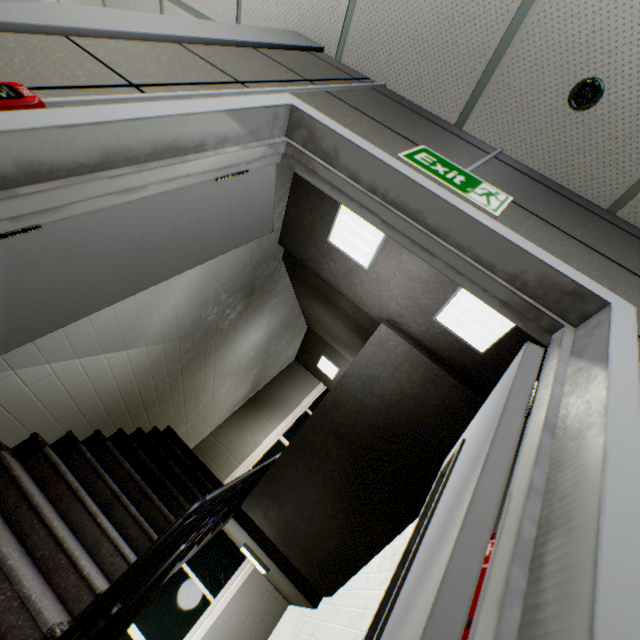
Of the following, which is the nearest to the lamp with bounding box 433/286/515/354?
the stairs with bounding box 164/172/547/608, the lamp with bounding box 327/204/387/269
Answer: the stairs with bounding box 164/172/547/608

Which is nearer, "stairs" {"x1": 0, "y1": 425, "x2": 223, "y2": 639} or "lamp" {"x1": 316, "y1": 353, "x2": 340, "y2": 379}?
"stairs" {"x1": 0, "y1": 425, "x2": 223, "y2": 639}

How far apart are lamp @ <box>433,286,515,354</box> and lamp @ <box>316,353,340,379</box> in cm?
433

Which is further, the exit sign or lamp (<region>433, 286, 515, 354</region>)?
lamp (<region>433, 286, 515, 354</region>)

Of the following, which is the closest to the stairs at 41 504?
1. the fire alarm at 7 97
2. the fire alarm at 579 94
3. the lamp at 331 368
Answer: the lamp at 331 368

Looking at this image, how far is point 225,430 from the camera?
6.5 meters

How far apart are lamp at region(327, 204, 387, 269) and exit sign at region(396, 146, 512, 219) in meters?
1.2

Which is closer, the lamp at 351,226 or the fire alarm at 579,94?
the fire alarm at 579,94
